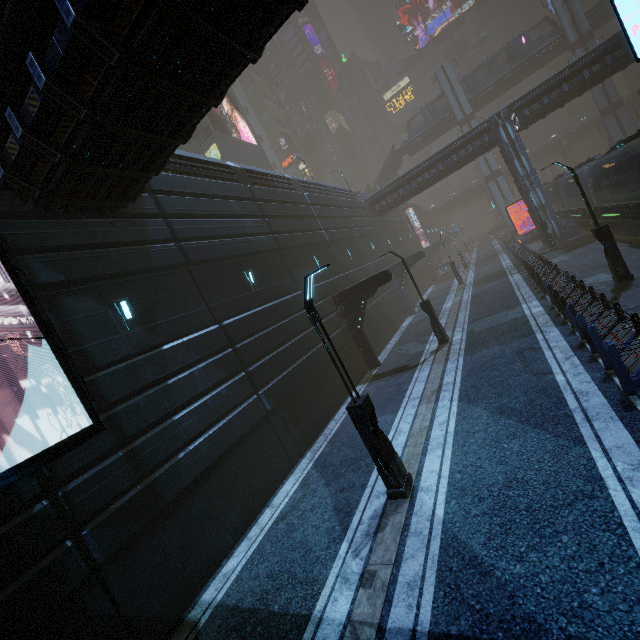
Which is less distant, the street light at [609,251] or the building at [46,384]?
the building at [46,384]

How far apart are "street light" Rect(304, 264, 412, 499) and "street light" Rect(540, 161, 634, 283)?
11.92m

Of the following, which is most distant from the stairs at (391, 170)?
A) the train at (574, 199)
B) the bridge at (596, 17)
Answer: the train at (574, 199)

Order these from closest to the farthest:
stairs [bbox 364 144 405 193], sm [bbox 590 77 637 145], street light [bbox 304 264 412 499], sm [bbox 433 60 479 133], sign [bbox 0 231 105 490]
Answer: sign [bbox 0 231 105 490]
street light [bbox 304 264 412 499]
sm [bbox 590 77 637 145]
sm [bbox 433 60 479 133]
stairs [bbox 364 144 405 193]

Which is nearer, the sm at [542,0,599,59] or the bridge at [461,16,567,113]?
the sm at [542,0,599,59]

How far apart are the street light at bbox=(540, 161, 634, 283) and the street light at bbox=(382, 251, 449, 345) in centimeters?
667cm

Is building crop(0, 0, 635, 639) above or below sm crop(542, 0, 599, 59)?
below

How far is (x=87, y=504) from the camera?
6.6 meters
